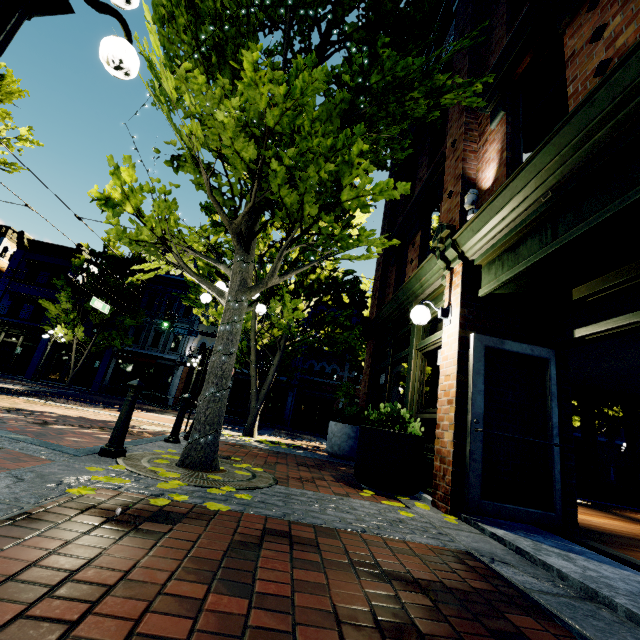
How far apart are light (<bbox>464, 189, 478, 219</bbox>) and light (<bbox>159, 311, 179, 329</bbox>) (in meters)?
16.41

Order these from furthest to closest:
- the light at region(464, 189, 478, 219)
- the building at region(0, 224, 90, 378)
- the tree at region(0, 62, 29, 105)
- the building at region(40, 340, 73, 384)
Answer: the building at region(40, 340, 73, 384), the building at region(0, 224, 90, 378), the tree at region(0, 62, 29, 105), the light at region(464, 189, 478, 219)

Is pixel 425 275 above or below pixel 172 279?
below

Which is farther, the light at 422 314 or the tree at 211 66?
the light at 422 314

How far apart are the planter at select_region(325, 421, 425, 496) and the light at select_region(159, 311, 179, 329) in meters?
14.9

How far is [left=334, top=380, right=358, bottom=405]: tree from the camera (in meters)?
22.53

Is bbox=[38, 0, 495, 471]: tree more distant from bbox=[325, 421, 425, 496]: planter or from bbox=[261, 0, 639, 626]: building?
bbox=[325, 421, 425, 496]: planter

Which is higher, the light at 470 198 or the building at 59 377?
the light at 470 198
